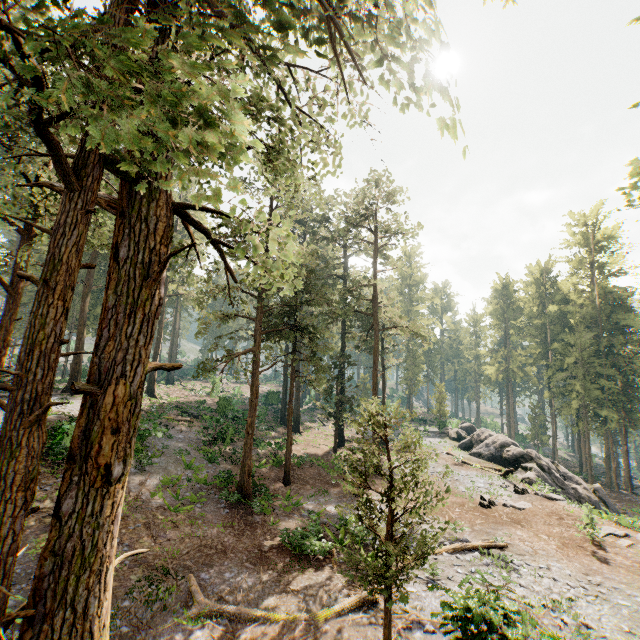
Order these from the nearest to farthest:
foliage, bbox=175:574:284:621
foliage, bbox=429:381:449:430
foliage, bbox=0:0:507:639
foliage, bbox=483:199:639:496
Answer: foliage, bbox=0:0:507:639 → foliage, bbox=175:574:284:621 → foliage, bbox=483:199:639:496 → foliage, bbox=429:381:449:430

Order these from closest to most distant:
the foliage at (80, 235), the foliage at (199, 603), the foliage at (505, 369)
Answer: the foliage at (80, 235), the foliage at (199, 603), the foliage at (505, 369)

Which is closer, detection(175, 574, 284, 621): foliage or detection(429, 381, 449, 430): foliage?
detection(175, 574, 284, 621): foliage

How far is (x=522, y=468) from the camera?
27.9m

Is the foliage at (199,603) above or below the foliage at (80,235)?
below

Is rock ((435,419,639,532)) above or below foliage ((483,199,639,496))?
below
